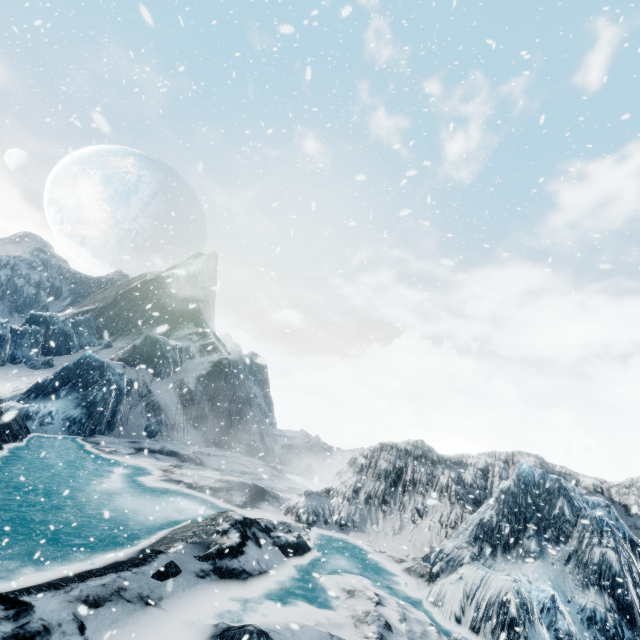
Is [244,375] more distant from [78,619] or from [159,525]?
[78,619]
